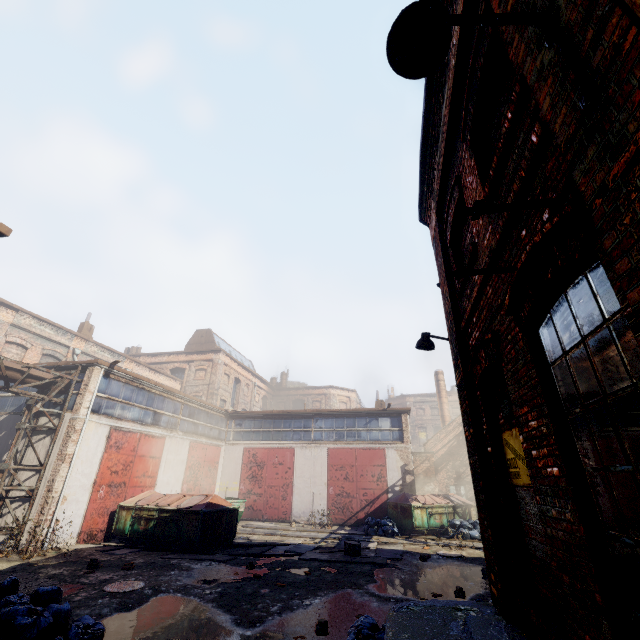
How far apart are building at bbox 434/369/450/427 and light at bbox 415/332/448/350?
27.76m

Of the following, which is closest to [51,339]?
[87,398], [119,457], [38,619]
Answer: [87,398]

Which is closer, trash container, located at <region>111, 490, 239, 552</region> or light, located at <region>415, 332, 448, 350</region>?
light, located at <region>415, 332, 448, 350</region>

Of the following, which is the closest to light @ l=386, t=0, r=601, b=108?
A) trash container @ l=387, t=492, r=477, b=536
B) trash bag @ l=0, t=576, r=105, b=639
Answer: trash bag @ l=0, t=576, r=105, b=639

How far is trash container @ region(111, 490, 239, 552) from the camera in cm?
1166

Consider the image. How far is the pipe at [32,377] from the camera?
11.9 meters

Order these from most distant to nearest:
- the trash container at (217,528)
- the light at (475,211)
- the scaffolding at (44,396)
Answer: the trash container at (217,528) → the scaffolding at (44,396) → the light at (475,211)

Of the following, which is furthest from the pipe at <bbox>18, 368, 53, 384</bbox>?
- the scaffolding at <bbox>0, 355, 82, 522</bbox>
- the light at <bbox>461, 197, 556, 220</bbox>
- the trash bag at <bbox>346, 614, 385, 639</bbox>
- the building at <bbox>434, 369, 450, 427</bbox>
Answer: the building at <bbox>434, 369, 450, 427</bbox>
